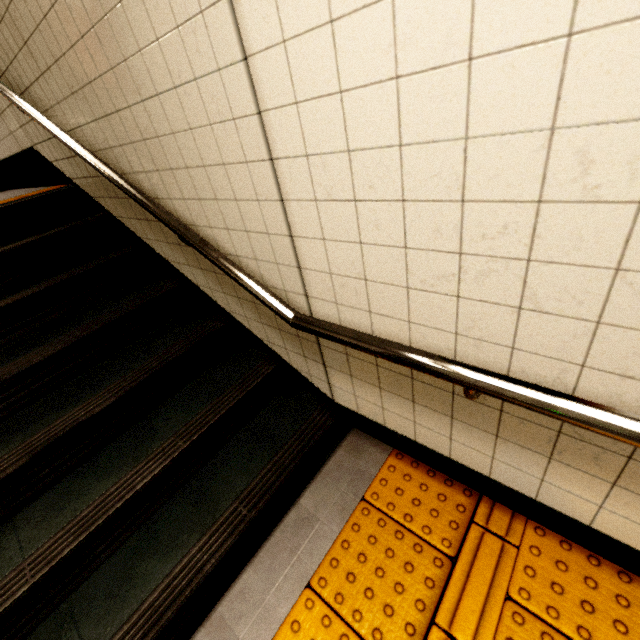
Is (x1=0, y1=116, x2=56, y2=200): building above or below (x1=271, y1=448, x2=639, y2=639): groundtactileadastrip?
above

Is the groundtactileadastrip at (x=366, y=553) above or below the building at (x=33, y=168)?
below

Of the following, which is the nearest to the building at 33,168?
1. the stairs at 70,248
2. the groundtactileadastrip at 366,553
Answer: the stairs at 70,248

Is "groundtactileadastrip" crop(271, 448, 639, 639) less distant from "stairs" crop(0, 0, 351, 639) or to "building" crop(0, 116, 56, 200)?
"stairs" crop(0, 0, 351, 639)

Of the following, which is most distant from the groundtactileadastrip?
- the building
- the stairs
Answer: the building

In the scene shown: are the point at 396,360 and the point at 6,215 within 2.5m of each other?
no

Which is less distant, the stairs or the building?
the stairs
